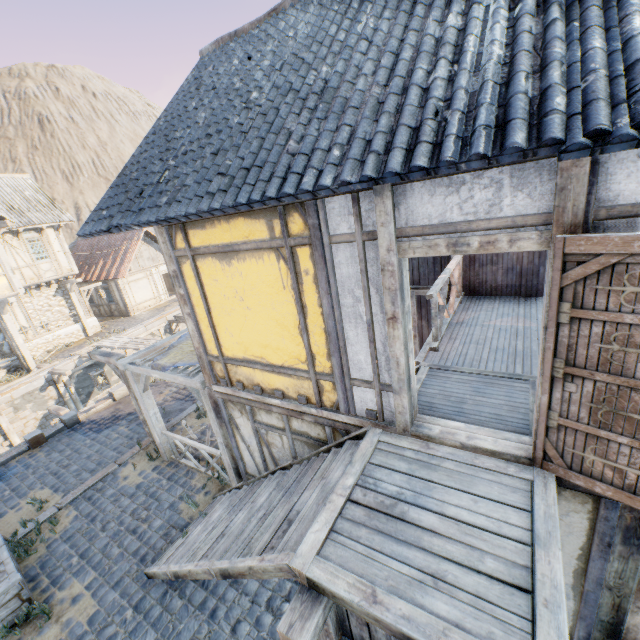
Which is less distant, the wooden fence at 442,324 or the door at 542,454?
the door at 542,454

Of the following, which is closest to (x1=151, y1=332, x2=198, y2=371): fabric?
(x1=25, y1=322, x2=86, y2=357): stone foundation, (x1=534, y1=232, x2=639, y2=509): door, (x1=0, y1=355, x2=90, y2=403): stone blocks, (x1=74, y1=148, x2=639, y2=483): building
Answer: (x1=74, y1=148, x2=639, y2=483): building

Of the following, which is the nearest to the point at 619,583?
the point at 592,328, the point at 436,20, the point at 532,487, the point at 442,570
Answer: the point at 532,487

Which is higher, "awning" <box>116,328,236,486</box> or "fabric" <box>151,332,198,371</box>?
"fabric" <box>151,332,198,371</box>

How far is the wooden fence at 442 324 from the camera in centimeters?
541cm

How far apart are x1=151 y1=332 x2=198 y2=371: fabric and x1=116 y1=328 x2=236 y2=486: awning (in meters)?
0.01

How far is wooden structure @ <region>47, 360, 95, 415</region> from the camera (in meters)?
12.30

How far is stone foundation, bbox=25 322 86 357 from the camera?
18.28m
